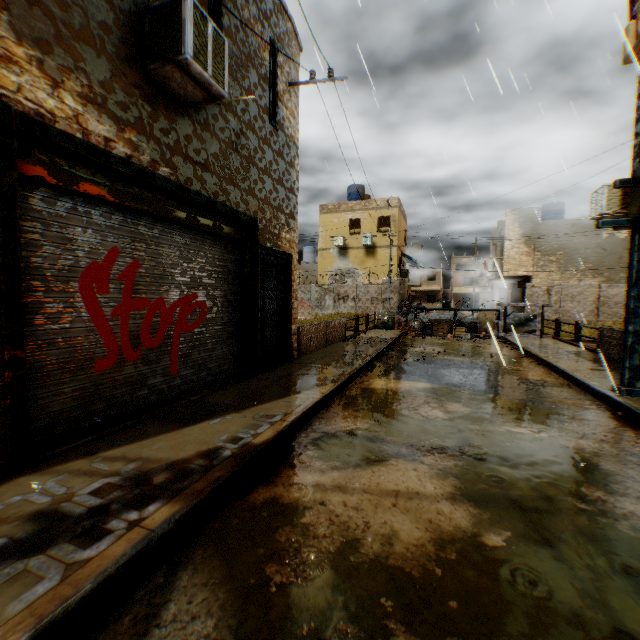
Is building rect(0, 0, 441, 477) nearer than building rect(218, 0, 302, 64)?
Yes

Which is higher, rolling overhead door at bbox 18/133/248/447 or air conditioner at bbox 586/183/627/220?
air conditioner at bbox 586/183/627/220

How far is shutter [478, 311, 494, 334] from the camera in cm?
1703

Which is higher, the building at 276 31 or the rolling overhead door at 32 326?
the building at 276 31

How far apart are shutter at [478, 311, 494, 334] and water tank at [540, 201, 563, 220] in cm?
1572

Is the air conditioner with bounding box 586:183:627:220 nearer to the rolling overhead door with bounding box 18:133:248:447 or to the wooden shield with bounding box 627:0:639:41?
the rolling overhead door with bounding box 18:133:248:447

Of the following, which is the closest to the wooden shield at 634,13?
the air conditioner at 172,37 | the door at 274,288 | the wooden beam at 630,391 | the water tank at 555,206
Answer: the air conditioner at 172,37

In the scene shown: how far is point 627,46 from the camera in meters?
3.2
